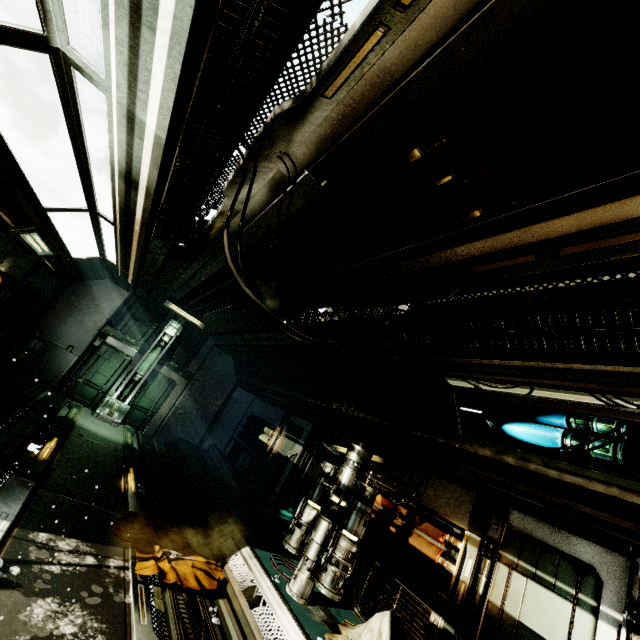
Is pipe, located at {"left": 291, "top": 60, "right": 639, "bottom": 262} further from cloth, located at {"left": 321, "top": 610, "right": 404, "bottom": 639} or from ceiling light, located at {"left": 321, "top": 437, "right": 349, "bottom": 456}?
cloth, located at {"left": 321, "top": 610, "right": 404, "bottom": 639}

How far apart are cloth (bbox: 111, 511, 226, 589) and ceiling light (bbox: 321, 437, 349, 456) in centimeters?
311cm

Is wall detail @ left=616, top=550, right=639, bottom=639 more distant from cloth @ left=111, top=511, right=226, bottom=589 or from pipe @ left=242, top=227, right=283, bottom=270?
pipe @ left=242, top=227, right=283, bottom=270

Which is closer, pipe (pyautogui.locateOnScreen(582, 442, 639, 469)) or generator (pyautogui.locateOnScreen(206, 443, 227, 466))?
pipe (pyautogui.locateOnScreen(582, 442, 639, 469))

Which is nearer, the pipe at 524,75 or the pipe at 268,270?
the pipe at 524,75

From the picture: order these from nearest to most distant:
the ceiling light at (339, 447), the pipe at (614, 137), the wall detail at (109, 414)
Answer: the pipe at (614, 137) < the ceiling light at (339, 447) < the wall detail at (109, 414)

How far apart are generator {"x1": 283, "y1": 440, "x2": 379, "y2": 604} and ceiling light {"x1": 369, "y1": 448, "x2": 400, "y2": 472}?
0.52m

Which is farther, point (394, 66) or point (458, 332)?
point (458, 332)
